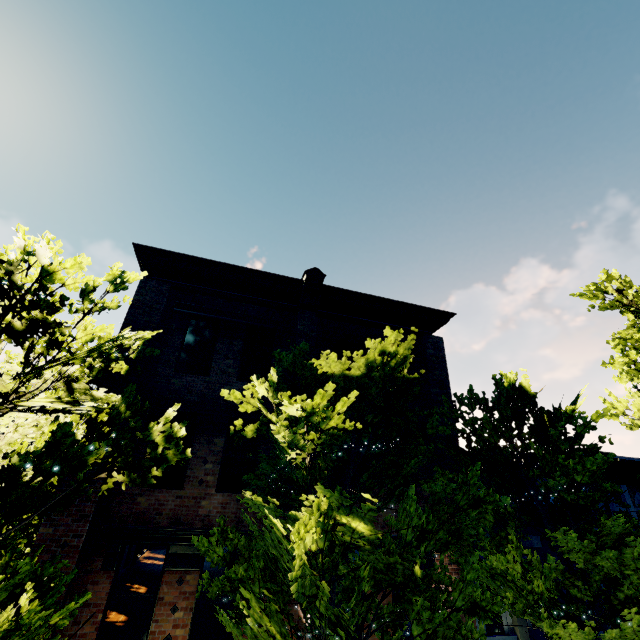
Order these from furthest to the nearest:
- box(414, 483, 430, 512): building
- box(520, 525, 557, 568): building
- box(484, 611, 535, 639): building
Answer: box(520, 525, 557, 568): building → box(414, 483, 430, 512): building → box(484, 611, 535, 639): building

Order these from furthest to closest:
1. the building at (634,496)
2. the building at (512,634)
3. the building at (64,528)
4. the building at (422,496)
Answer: the building at (634,496), the building at (422,496), the building at (512,634), the building at (64,528)

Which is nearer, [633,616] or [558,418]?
[633,616]

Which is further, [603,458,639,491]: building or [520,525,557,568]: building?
[603,458,639,491]: building

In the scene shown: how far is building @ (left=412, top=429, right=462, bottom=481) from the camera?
10.1m

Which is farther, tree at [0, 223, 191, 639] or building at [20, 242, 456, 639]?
building at [20, 242, 456, 639]

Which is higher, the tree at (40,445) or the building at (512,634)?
the tree at (40,445)
